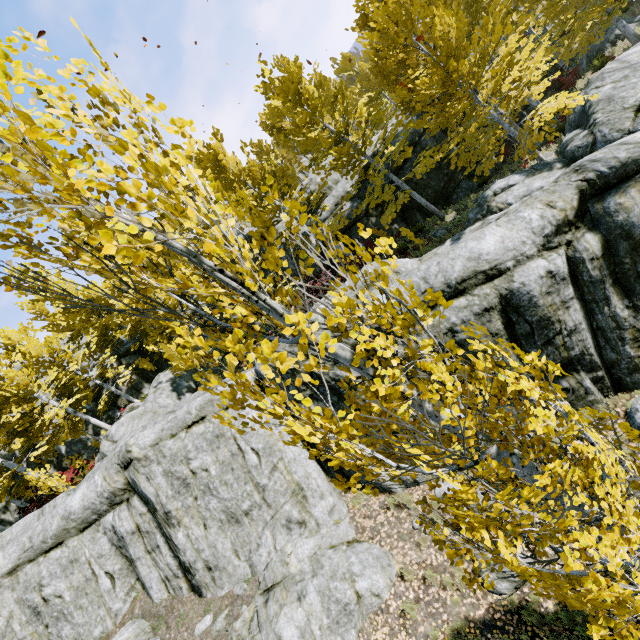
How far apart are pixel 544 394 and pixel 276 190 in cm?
275

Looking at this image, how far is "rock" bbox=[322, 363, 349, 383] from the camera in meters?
9.2 m

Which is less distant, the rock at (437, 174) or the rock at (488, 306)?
the rock at (488, 306)

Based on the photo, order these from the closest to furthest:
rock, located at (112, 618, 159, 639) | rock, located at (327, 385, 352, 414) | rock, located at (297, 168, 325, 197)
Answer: rock, located at (112, 618, 159, 639), rock, located at (327, 385, 352, 414), rock, located at (297, 168, 325, 197)

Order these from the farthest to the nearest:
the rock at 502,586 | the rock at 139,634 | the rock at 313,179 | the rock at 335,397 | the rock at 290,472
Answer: the rock at 313,179
the rock at 335,397
the rock at 139,634
the rock at 290,472
the rock at 502,586

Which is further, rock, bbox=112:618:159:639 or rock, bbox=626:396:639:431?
rock, bbox=112:618:159:639
